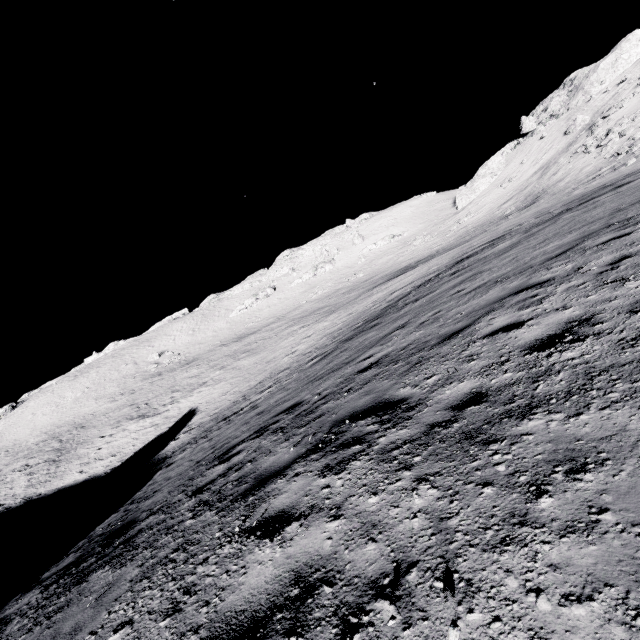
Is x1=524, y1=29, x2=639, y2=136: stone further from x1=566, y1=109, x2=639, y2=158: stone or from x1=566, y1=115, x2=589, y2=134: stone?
x1=566, y1=109, x2=639, y2=158: stone

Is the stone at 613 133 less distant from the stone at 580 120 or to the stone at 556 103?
the stone at 580 120

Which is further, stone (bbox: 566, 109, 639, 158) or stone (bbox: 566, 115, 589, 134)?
stone (bbox: 566, 115, 589, 134)

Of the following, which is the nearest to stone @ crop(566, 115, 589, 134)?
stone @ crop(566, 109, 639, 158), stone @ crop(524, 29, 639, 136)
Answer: stone @ crop(524, 29, 639, 136)

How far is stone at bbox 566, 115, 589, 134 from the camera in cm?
4619

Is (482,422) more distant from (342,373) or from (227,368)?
(227,368)

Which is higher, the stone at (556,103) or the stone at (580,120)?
the stone at (556,103)
